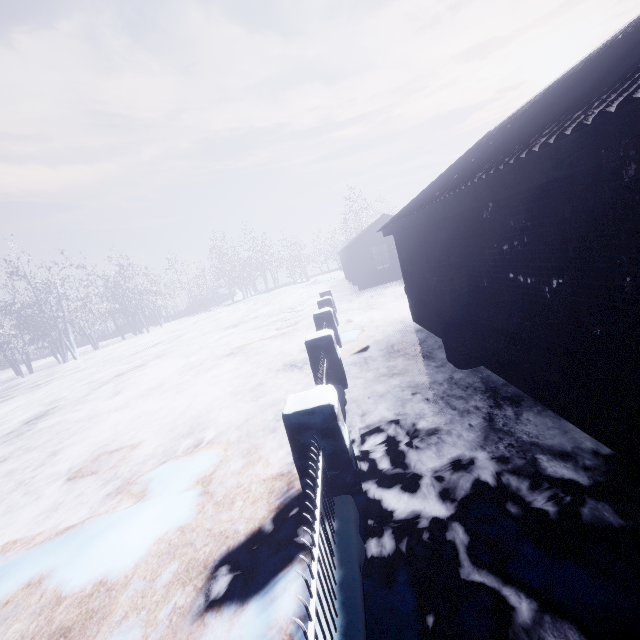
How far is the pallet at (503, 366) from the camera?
Answer: 3.8m

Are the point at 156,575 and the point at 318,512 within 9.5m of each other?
yes

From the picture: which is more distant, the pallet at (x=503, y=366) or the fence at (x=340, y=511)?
the pallet at (x=503, y=366)

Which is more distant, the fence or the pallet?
the pallet

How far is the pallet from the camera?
3.8m
